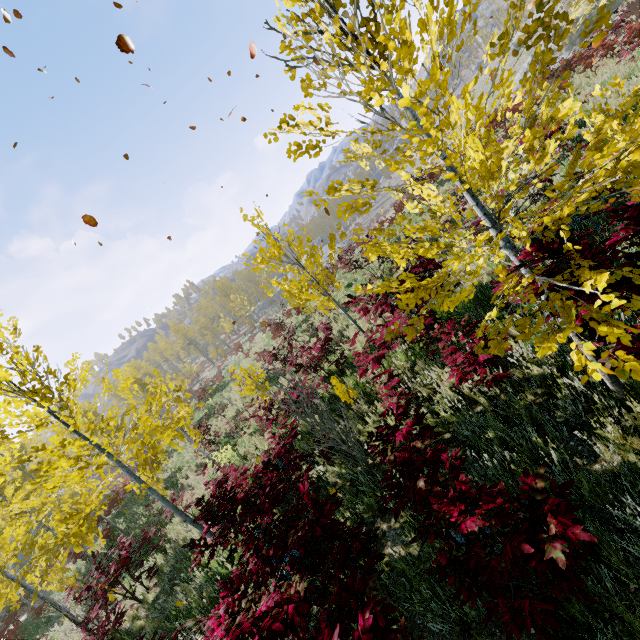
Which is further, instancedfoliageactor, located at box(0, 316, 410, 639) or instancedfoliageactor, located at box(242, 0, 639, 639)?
instancedfoliageactor, located at box(0, 316, 410, 639)

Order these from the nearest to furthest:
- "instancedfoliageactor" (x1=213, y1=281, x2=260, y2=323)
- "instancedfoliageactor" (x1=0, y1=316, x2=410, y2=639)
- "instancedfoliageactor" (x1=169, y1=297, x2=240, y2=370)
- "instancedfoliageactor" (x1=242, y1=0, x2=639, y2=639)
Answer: "instancedfoliageactor" (x1=242, y1=0, x2=639, y2=639), "instancedfoliageactor" (x1=0, y1=316, x2=410, y2=639), "instancedfoliageactor" (x1=169, y1=297, x2=240, y2=370), "instancedfoliageactor" (x1=213, y1=281, x2=260, y2=323)

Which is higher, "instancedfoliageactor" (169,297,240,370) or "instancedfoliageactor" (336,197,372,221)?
"instancedfoliageactor" (169,297,240,370)

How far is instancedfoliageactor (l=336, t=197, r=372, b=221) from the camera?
2.70m

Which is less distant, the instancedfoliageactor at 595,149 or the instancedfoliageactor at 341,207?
the instancedfoliageactor at 595,149

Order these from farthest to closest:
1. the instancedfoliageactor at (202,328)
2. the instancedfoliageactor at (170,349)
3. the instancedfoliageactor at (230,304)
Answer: the instancedfoliageactor at (230,304) → the instancedfoliageactor at (202,328) → the instancedfoliageactor at (170,349)

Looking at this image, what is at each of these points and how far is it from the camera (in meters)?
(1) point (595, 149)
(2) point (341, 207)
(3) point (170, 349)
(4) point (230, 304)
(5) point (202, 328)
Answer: (1) instancedfoliageactor, 2.12
(2) instancedfoliageactor, 2.78
(3) instancedfoliageactor, 53.28
(4) instancedfoliageactor, 48.47
(5) instancedfoliageactor, 53.97
